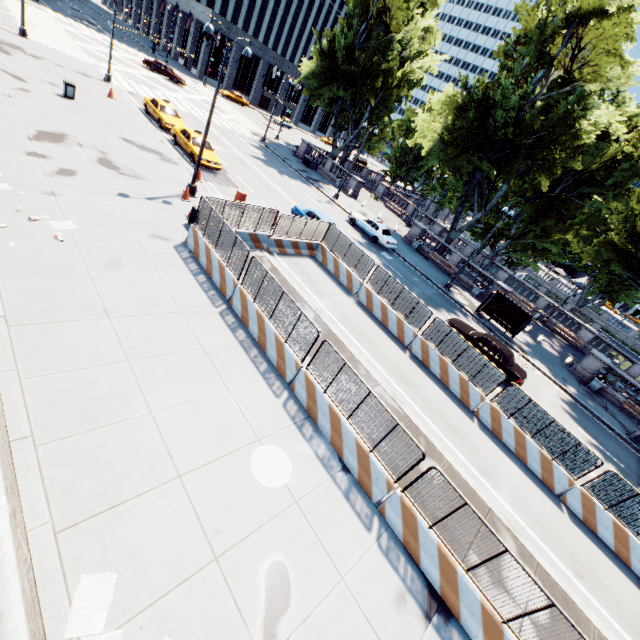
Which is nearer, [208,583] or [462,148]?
[208,583]

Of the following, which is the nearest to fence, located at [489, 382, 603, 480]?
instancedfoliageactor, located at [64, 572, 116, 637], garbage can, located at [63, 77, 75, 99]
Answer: instancedfoliageactor, located at [64, 572, 116, 637]

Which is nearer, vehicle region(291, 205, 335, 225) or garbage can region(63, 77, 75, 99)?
garbage can region(63, 77, 75, 99)

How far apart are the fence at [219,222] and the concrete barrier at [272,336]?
0.0m

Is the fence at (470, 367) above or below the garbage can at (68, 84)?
above

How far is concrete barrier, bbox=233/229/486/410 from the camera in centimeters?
1441cm

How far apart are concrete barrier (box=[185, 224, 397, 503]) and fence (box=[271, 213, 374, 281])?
0.0m

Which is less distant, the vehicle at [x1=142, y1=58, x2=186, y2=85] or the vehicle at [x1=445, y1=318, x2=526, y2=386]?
the vehicle at [x1=445, y1=318, x2=526, y2=386]
